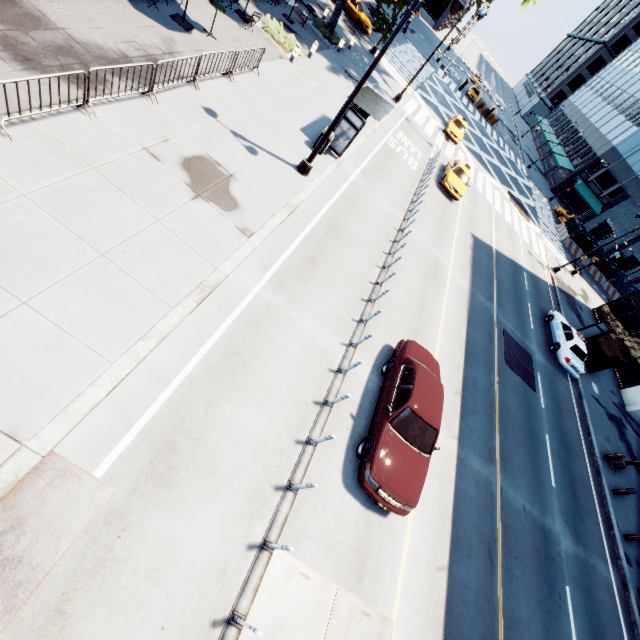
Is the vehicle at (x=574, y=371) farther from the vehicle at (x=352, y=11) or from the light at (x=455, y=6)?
the vehicle at (x=352, y=11)

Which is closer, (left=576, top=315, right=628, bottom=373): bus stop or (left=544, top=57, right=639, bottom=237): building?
(left=576, top=315, right=628, bottom=373): bus stop

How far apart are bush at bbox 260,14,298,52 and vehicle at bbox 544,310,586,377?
23.1m

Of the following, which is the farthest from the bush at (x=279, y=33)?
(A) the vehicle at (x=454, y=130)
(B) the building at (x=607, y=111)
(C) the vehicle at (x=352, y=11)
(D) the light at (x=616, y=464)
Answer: (B) the building at (x=607, y=111)

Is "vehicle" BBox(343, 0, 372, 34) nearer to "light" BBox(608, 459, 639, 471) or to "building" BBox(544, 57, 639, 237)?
"light" BBox(608, 459, 639, 471)

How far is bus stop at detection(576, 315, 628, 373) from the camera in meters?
21.3

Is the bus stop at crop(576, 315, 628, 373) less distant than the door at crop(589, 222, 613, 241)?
Yes

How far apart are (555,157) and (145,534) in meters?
72.6
